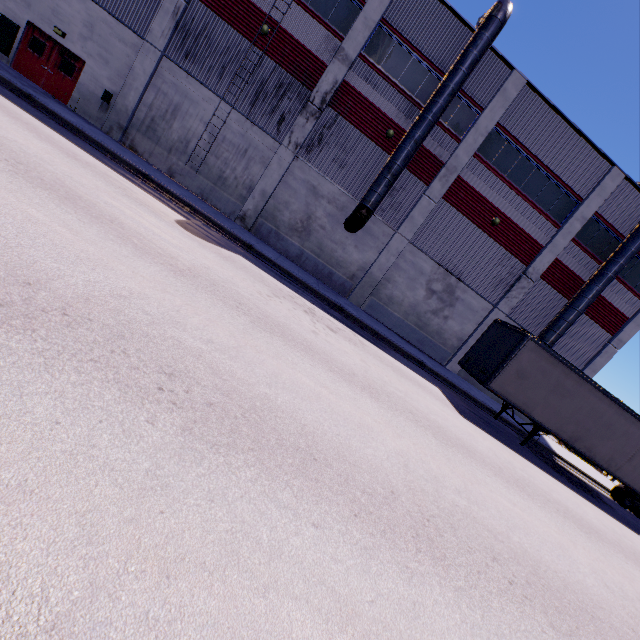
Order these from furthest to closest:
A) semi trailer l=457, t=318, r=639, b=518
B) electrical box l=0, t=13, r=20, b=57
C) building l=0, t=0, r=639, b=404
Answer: building l=0, t=0, r=639, b=404
electrical box l=0, t=13, r=20, b=57
semi trailer l=457, t=318, r=639, b=518

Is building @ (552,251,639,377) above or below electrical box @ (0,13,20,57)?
above

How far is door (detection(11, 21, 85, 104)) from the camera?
15.9m

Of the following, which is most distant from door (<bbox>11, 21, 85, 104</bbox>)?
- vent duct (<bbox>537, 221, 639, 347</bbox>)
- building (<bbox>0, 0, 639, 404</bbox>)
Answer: vent duct (<bbox>537, 221, 639, 347</bbox>)

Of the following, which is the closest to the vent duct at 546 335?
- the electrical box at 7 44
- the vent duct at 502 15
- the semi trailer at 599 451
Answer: the semi trailer at 599 451

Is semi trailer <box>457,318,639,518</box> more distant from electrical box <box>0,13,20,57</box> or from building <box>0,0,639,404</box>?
electrical box <box>0,13,20,57</box>

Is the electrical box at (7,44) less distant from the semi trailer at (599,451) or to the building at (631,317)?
the building at (631,317)

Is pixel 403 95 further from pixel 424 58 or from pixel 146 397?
pixel 146 397
